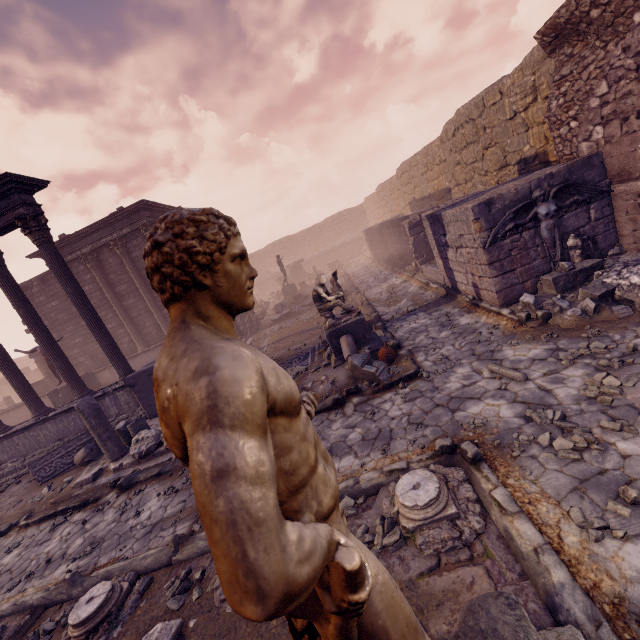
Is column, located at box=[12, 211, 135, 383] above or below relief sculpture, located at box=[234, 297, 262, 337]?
above

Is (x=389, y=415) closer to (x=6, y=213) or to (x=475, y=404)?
(x=475, y=404)

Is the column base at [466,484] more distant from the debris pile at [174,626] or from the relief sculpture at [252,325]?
the relief sculpture at [252,325]

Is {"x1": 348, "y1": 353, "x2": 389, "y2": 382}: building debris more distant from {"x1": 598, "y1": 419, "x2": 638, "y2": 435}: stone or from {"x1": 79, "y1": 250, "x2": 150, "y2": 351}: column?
{"x1": 79, "y1": 250, "x2": 150, "y2": 351}: column

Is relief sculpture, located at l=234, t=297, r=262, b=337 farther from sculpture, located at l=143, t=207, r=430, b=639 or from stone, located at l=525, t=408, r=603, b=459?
sculpture, located at l=143, t=207, r=430, b=639

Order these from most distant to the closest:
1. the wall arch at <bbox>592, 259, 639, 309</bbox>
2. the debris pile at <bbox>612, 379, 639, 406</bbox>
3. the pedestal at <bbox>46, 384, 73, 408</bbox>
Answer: the pedestal at <bbox>46, 384, 73, 408</bbox> → the wall arch at <bbox>592, 259, 639, 309</bbox> → the debris pile at <bbox>612, 379, 639, 406</bbox>

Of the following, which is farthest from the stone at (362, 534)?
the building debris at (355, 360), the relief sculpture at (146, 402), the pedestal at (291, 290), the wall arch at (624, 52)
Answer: the pedestal at (291, 290)

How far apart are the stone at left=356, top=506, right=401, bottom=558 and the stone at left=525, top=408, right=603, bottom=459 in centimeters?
Answer: 154cm
